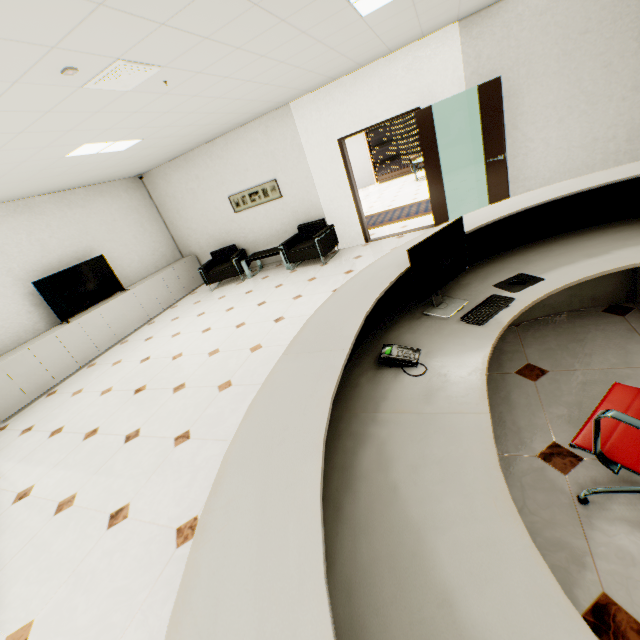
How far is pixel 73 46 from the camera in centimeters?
209cm

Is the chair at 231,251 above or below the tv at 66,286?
below

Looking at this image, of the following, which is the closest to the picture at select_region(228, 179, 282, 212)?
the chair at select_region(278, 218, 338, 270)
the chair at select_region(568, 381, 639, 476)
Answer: the chair at select_region(278, 218, 338, 270)

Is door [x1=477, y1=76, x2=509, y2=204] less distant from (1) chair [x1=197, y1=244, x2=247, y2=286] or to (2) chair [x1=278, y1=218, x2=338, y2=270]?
(2) chair [x1=278, y1=218, x2=338, y2=270]

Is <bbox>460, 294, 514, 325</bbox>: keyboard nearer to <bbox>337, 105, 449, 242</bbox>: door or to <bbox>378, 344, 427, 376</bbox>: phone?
<bbox>378, 344, 427, 376</bbox>: phone

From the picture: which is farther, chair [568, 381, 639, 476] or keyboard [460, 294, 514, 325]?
keyboard [460, 294, 514, 325]

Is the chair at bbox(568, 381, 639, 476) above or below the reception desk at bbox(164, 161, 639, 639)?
below

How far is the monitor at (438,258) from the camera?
1.9m
